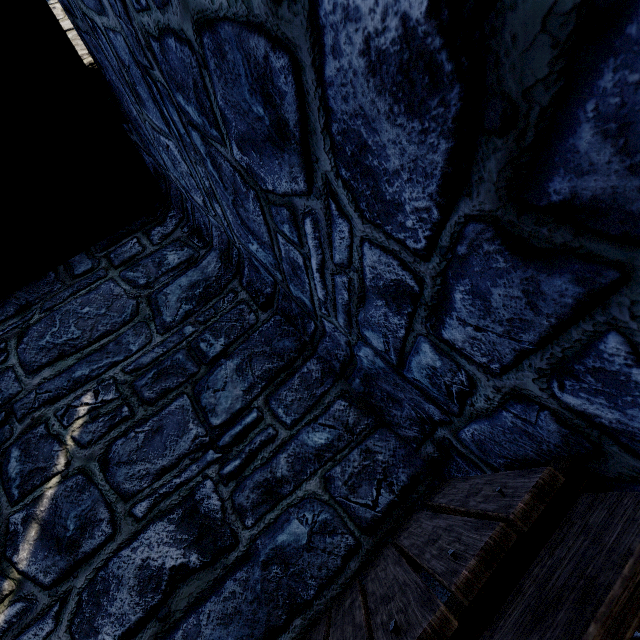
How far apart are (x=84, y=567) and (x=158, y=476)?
0.8m
